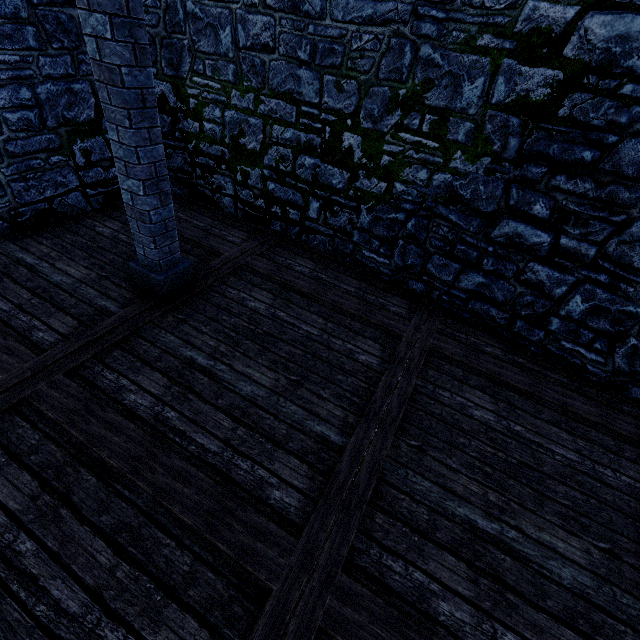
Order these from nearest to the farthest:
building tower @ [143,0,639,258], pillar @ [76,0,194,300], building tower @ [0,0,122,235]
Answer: pillar @ [76,0,194,300]
building tower @ [143,0,639,258]
building tower @ [0,0,122,235]

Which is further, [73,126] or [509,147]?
[73,126]

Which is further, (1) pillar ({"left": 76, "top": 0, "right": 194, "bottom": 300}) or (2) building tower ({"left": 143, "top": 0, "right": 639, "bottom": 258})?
(2) building tower ({"left": 143, "top": 0, "right": 639, "bottom": 258})

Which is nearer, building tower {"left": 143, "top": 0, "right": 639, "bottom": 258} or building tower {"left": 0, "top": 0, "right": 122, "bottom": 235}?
building tower {"left": 143, "top": 0, "right": 639, "bottom": 258}

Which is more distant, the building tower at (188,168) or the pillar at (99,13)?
the building tower at (188,168)
